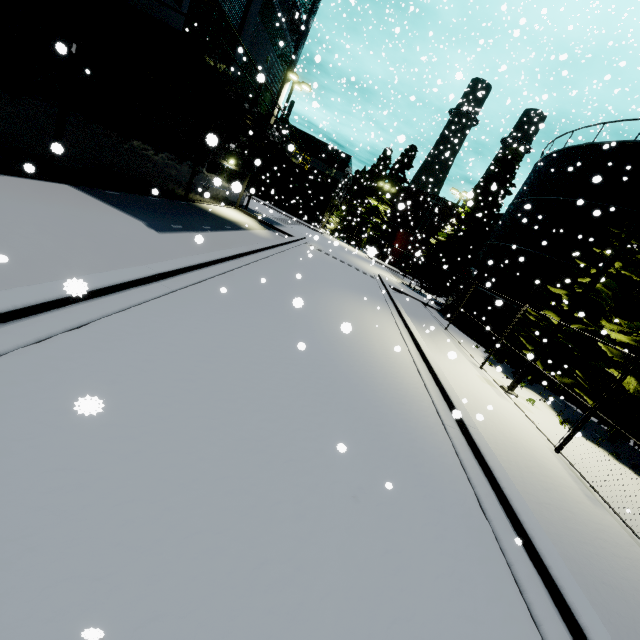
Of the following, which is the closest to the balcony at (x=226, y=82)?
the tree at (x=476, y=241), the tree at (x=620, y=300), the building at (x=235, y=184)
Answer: the building at (x=235, y=184)

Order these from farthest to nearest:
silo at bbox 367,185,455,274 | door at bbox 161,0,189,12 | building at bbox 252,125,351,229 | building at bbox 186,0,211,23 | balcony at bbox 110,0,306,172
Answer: silo at bbox 367,185,455,274, building at bbox 252,125,351,229, building at bbox 186,0,211,23, door at bbox 161,0,189,12, balcony at bbox 110,0,306,172

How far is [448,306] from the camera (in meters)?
24.36

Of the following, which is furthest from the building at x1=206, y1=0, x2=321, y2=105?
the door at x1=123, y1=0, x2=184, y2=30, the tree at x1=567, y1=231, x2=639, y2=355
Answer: the tree at x1=567, y1=231, x2=639, y2=355

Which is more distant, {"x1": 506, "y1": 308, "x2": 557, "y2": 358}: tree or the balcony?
{"x1": 506, "y1": 308, "x2": 557, "y2": 358}: tree

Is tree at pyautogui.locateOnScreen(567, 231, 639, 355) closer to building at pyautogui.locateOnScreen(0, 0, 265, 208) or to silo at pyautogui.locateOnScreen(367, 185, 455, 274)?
silo at pyautogui.locateOnScreen(367, 185, 455, 274)

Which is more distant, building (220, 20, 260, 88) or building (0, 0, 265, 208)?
building (220, 20, 260, 88)

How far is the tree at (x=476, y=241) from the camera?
27.48m
